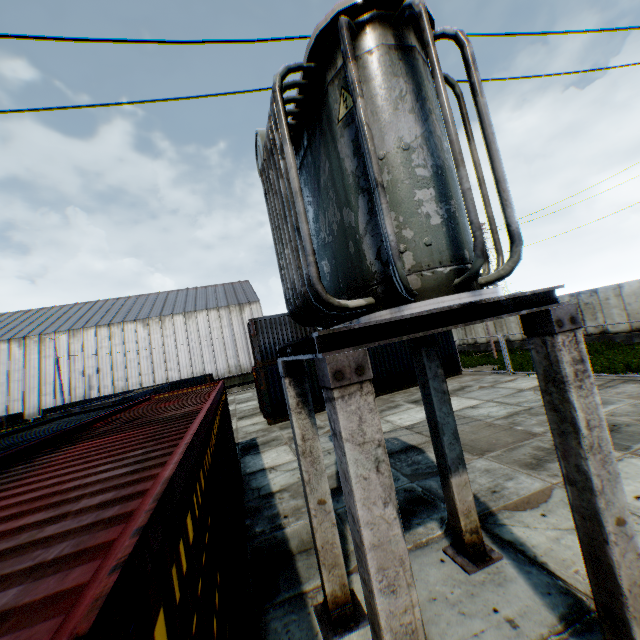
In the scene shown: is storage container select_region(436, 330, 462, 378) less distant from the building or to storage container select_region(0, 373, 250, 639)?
storage container select_region(0, 373, 250, 639)

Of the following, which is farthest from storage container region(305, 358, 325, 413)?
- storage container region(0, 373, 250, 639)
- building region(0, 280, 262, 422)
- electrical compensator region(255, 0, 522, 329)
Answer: building region(0, 280, 262, 422)

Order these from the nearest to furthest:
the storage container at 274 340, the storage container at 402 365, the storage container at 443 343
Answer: the storage container at 274 340, the storage container at 402 365, the storage container at 443 343

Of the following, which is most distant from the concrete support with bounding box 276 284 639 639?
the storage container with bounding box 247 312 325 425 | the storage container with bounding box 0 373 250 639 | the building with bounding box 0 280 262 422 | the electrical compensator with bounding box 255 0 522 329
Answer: the building with bounding box 0 280 262 422

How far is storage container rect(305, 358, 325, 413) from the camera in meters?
17.4 m

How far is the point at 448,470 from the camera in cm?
479

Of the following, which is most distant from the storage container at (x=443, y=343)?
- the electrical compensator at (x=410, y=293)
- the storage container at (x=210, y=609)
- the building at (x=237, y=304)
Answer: the building at (x=237, y=304)
